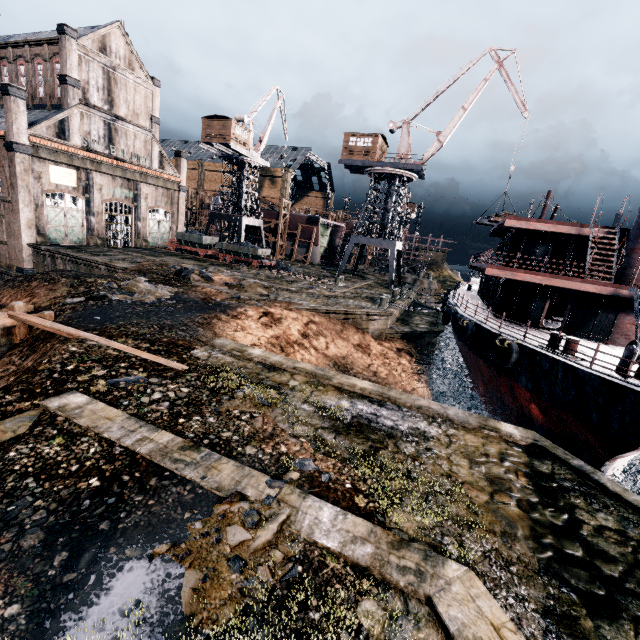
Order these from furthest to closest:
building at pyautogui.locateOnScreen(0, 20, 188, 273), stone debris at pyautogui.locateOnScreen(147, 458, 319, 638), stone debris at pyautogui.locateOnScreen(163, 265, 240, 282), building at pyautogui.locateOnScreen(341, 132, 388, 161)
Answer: building at pyautogui.locateOnScreen(341, 132, 388, 161) → building at pyautogui.locateOnScreen(0, 20, 188, 273) → stone debris at pyautogui.locateOnScreen(163, 265, 240, 282) → stone debris at pyautogui.locateOnScreen(147, 458, 319, 638)

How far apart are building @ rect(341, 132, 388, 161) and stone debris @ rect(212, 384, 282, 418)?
35.54m

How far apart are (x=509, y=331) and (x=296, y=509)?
17.6 meters

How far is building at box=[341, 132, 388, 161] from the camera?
37.5 meters

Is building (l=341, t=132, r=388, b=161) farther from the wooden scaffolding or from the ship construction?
the wooden scaffolding

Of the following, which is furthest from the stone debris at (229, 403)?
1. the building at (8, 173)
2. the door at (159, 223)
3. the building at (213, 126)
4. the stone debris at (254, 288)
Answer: the building at (213, 126)

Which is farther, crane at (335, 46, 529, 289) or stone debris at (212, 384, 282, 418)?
crane at (335, 46, 529, 289)

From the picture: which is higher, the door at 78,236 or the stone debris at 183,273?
the door at 78,236
